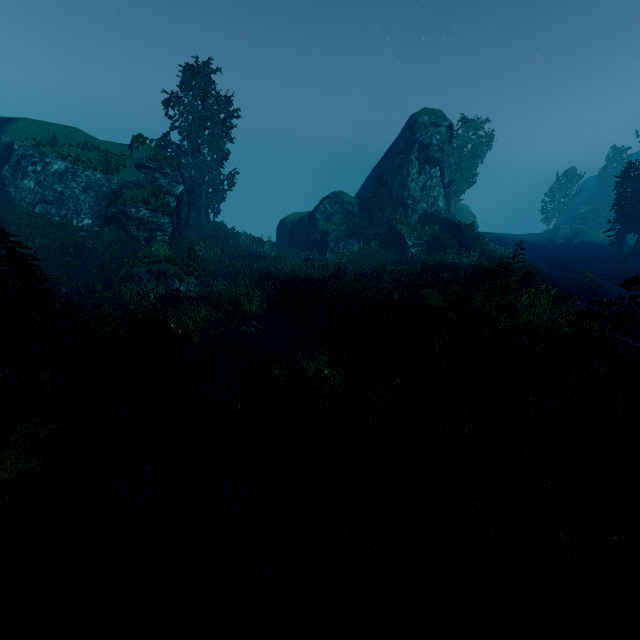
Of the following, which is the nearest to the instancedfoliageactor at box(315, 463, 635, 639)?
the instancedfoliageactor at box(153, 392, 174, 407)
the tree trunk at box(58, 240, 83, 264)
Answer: the instancedfoliageactor at box(153, 392, 174, 407)

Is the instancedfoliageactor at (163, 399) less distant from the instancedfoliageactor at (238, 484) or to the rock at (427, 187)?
the instancedfoliageactor at (238, 484)

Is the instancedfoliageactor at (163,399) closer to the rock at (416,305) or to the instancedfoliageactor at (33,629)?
the instancedfoliageactor at (33,629)

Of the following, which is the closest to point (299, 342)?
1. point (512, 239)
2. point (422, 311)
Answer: point (422, 311)

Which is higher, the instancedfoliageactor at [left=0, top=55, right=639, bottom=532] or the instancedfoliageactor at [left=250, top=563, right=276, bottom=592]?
the instancedfoliageactor at [left=0, top=55, right=639, bottom=532]

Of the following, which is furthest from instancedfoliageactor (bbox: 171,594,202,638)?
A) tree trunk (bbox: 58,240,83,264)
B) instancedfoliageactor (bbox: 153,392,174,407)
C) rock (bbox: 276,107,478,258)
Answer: tree trunk (bbox: 58,240,83,264)

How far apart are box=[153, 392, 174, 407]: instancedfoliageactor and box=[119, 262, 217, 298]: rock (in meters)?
8.21
